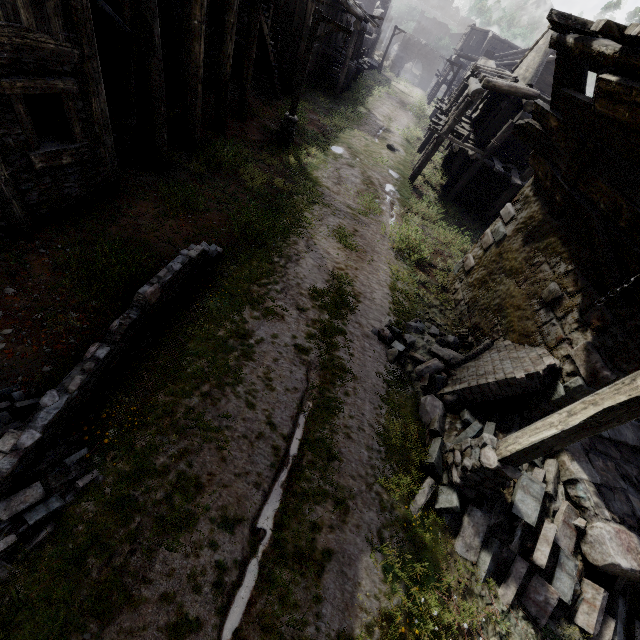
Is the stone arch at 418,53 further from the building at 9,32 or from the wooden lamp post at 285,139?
the wooden lamp post at 285,139

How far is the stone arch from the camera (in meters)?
52.78

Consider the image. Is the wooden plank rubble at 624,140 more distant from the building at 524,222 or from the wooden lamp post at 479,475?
the wooden lamp post at 479,475

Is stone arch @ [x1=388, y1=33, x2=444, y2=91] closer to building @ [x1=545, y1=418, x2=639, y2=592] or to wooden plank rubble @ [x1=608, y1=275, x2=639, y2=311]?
building @ [x1=545, y1=418, x2=639, y2=592]

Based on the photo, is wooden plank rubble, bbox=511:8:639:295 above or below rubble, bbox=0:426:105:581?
above

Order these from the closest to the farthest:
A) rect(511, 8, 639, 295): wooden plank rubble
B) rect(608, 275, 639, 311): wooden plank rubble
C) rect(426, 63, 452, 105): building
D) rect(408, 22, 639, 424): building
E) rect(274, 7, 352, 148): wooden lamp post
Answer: rect(511, 8, 639, 295): wooden plank rubble < rect(608, 275, 639, 311): wooden plank rubble < rect(408, 22, 639, 424): building < rect(274, 7, 352, 148): wooden lamp post < rect(426, 63, 452, 105): building

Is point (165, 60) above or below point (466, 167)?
above

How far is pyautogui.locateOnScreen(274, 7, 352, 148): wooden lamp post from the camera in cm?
1178
